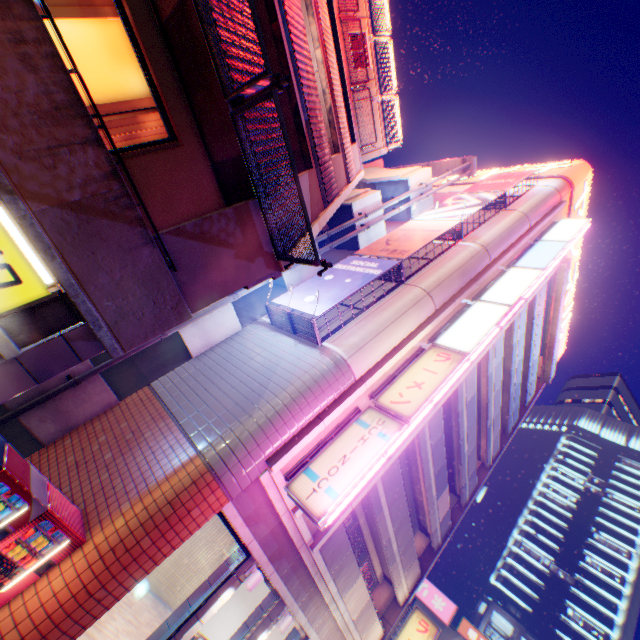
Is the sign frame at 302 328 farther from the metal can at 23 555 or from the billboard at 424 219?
the metal can at 23 555

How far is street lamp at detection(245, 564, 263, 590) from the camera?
8.21m

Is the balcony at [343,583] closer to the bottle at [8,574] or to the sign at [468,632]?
the bottle at [8,574]

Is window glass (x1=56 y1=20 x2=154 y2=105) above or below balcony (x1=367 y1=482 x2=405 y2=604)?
below

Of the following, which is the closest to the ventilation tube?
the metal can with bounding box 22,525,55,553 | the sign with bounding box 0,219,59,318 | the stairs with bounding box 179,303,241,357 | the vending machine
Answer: the stairs with bounding box 179,303,241,357

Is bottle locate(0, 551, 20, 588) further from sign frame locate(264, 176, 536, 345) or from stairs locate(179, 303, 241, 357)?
sign frame locate(264, 176, 536, 345)

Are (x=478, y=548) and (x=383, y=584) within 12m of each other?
no

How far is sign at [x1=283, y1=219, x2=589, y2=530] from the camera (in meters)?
7.95
